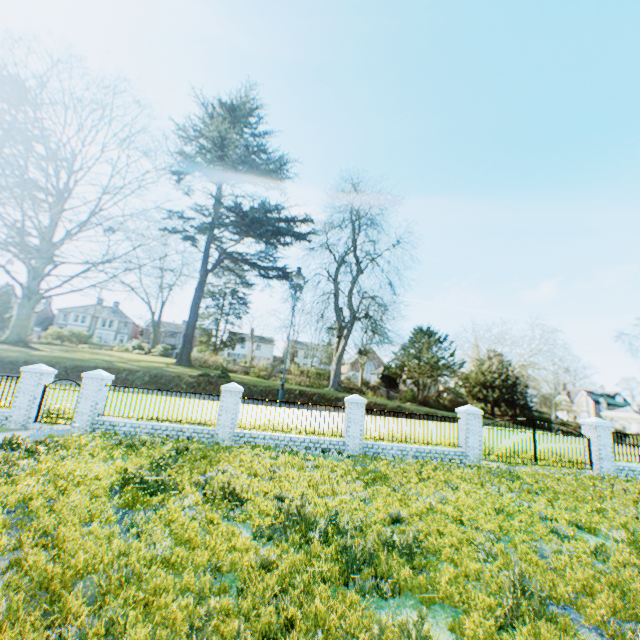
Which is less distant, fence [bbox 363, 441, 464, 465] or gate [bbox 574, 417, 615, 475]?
fence [bbox 363, 441, 464, 465]

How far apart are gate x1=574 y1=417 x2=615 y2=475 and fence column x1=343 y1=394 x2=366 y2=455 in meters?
10.0

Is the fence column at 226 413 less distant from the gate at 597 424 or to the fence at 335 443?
the fence at 335 443

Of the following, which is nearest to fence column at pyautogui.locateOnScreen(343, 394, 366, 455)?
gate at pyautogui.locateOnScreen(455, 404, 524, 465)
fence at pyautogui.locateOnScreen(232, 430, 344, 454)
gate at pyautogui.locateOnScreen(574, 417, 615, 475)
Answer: fence at pyautogui.locateOnScreen(232, 430, 344, 454)

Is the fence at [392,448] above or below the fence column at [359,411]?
below

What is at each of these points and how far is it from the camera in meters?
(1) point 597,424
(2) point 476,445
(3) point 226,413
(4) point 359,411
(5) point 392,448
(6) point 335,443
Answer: (1) gate, 14.4 m
(2) gate, 13.8 m
(3) fence column, 13.3 m
(4) fence column, 13.8 m
(5) fence, 13.6 m
(6) fence, 13.5 m

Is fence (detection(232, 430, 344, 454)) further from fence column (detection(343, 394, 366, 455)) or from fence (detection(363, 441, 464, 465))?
fence (detection(363, 441, 464, 465))

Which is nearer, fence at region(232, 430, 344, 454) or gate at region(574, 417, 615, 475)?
fence at region(232, 430, 344, 454)
